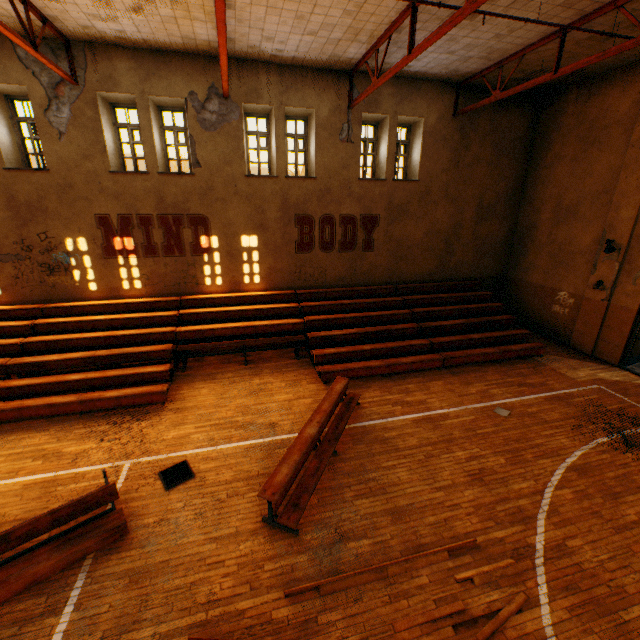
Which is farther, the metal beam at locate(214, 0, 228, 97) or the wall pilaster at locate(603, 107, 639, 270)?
the wall pilaster at locate(603, 107, 639, 270)

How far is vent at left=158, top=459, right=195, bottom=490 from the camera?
6.0 meters

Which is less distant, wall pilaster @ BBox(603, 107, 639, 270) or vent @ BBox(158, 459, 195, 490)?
vent @ BBox(158, 459, 195, 490)

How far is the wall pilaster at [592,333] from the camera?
10.5m

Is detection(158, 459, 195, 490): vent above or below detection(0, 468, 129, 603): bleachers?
below

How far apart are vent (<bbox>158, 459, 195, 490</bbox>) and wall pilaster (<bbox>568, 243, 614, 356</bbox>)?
13.0 meters

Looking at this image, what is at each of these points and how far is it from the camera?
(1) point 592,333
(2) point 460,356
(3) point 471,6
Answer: (1) wall pilaster, 11.1m
(2) bleachers, 10.4m
(3) metal beam, 5.2m

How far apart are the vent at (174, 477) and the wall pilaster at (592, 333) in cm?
1300
